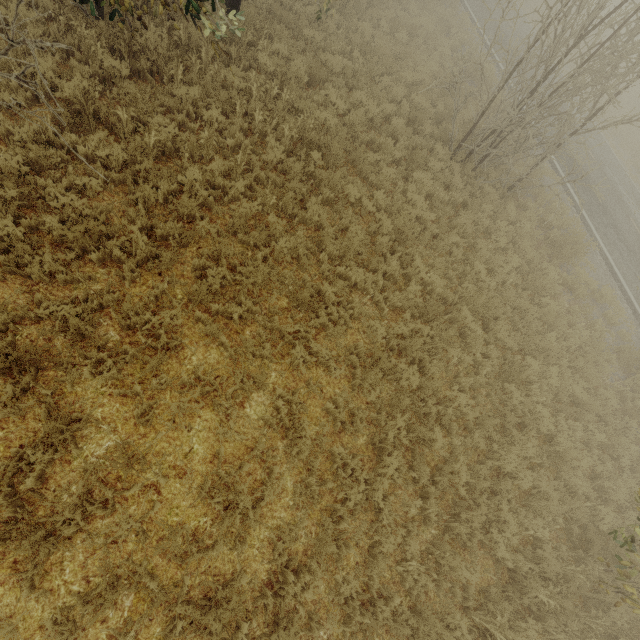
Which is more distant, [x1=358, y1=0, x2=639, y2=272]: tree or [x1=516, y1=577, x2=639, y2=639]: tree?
[x1=358, y1=0, x2=639, y2=272]: tree

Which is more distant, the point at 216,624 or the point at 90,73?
the point at 90,73

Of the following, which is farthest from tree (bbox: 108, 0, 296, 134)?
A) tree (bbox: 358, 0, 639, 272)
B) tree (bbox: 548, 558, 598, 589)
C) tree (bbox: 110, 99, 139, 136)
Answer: tree (bbox: 548, 558, 598, 589)

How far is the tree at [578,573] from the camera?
5.8 meters

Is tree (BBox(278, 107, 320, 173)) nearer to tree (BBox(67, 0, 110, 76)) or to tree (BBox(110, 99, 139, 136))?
tree (BBox(110, 99, 139, 136))

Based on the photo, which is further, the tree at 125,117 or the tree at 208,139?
the tree at 208,139

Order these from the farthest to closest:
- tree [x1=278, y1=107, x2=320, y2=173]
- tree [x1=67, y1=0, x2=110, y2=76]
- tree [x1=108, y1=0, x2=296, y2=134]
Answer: tree [x1=278, y1=107, x2=320, y2=173]
tree [x1=67, y1=0, x2=110, y2=76]
tree [x1=108, y1=0, x2=296, y2=134]
